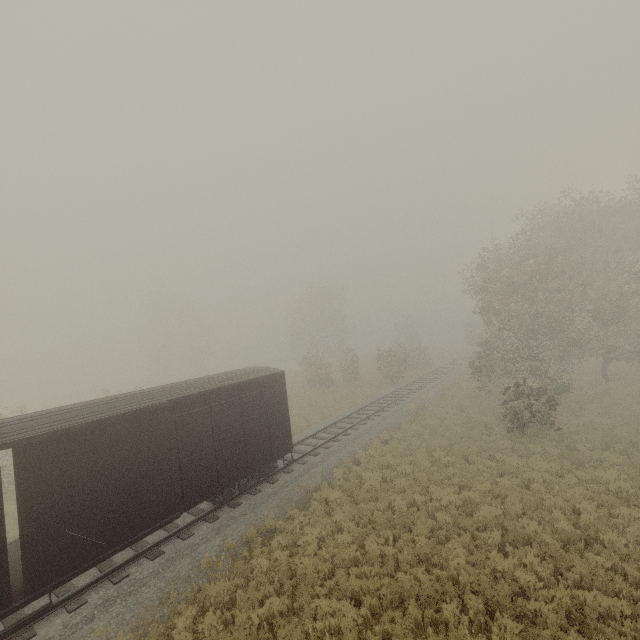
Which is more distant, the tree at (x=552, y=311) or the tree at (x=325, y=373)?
the tree at (x=325, y=373)

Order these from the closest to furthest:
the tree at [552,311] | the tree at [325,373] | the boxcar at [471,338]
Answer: the tree at [552,311]
the tree at [325,373]
the boxcar at [471,338]

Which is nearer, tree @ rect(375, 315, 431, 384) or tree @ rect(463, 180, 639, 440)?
tree @ rect(463, 180, 639, 440)

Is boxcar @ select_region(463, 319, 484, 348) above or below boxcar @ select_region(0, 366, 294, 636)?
above

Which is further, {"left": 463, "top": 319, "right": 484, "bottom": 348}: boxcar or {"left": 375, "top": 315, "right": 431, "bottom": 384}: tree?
{"left": 463, "top": 319, "right": 484, "bottom": 348}: boxcar

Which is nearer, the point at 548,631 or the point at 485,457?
the point at 548,631

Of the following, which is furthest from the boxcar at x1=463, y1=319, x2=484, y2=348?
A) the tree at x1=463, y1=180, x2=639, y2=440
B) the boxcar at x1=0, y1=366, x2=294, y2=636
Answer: the boxcar at x1=0, y1=366, x2=294, y2=636
